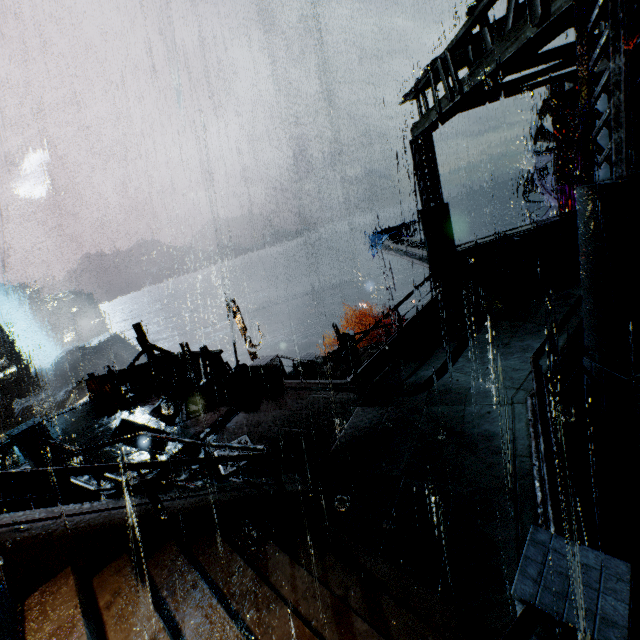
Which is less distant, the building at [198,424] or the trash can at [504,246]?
the building at [198,424]

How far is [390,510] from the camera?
6.0 meters

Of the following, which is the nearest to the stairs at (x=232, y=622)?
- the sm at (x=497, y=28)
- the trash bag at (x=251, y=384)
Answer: the trash bag at (x=251, y=384)

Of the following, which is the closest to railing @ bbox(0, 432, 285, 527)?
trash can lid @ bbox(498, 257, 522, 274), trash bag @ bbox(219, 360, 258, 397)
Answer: trash bag @ bbox(219, 360, 258, 397)

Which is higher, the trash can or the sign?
A: the trash can

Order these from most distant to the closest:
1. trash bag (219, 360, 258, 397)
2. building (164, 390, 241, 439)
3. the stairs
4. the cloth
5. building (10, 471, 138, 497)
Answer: the cloth → trash bag (219, 360, 258, 397) → building (164, 390, 241, 439) → building (10, 471, 138, 497) → the stairs

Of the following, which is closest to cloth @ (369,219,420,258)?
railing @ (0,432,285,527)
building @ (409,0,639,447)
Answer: building @ (409,0,639,447)

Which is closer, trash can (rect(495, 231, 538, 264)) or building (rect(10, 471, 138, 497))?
building (rect(10, 471, 138, 497))
